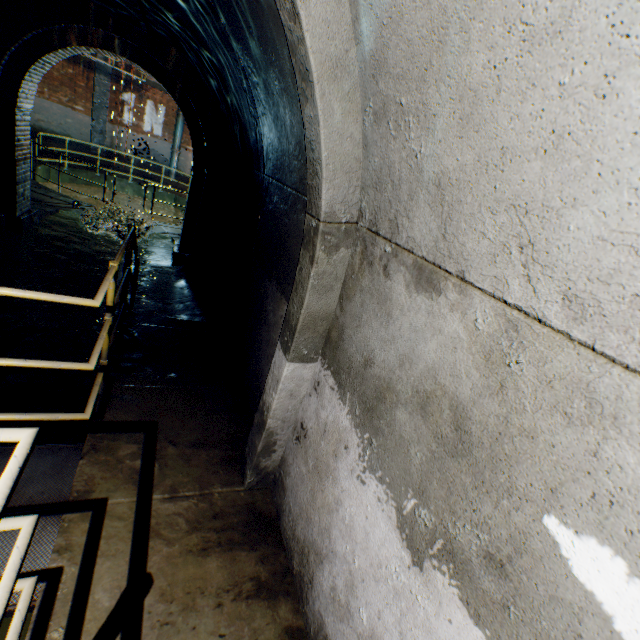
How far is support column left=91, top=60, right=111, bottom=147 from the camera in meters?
16.3

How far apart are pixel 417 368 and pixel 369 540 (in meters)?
0.89

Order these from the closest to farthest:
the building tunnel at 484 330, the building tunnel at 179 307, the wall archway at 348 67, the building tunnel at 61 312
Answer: the building tunnel at 484 330, the wall archway at 348 67, the building tunnel at 179 307, the building tunnel at 61 312

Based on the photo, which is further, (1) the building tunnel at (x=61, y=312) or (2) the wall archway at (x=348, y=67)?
(1) the building tunnel at (x=61, y=312)

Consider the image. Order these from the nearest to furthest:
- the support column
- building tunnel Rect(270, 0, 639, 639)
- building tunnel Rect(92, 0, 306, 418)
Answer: building tunnel Rect(270, 0, 639, 639) → building tunnel Rect(92, 0, 306, 418) → the support column

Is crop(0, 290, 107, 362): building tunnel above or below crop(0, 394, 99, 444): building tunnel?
above

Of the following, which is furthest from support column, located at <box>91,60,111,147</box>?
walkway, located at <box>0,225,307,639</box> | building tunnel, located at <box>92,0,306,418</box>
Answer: walkway, located at <box>0,225,307,639</box>

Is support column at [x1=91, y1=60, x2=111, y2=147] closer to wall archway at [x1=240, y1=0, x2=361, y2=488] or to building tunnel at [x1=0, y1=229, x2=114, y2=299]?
building tunnel at [x1=0, y1=229, x2=114, y2=299]
